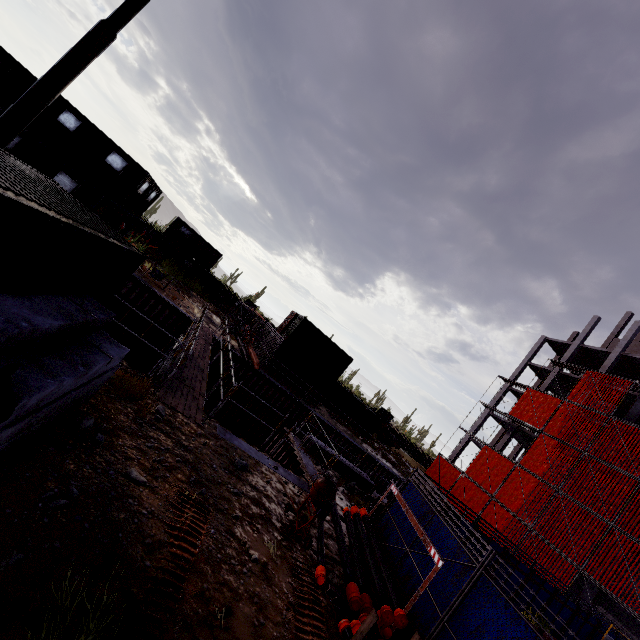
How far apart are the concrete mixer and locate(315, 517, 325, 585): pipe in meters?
0.2 m

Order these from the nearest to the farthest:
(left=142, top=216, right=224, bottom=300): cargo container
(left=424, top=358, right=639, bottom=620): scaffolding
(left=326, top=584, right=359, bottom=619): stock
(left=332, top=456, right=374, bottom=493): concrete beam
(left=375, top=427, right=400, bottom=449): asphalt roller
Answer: (left=326, top=584, right=359, bottom=619): stock < (left=332, top=456, right=374, bottom=493): concrete beam < (left=424, top=358, right=639, bottom=620): scaffolding < (left=375, top=427, right=400, bottom=449): asphalt roller < (left=142, top=216, right=224, bottom=300): cargo container

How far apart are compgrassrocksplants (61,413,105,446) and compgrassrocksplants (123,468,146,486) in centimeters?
64cm

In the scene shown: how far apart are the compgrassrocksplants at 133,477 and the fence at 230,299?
37.1m

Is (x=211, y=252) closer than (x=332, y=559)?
No

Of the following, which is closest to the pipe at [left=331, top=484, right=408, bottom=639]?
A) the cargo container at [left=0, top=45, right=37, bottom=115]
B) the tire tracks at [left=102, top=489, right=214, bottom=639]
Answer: the tire tracks at [left=102, top=489, right=214, bottom=639]

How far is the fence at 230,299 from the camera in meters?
40.6 m

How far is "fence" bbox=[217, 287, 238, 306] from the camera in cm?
4059
